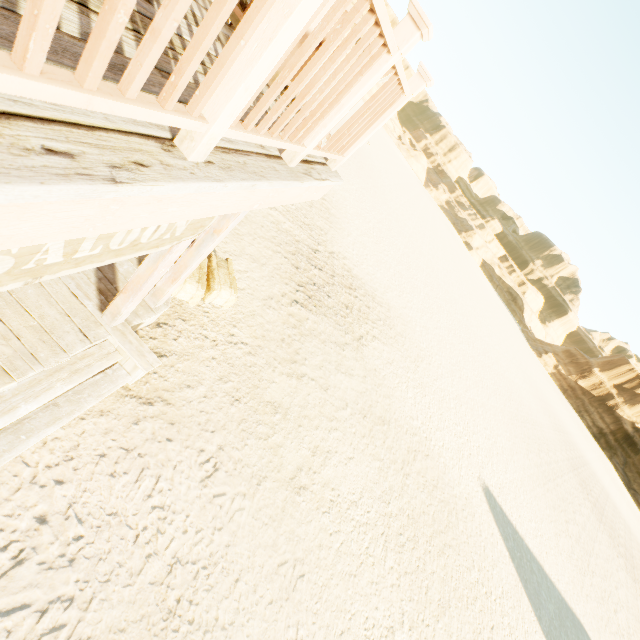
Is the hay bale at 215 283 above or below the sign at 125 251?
below

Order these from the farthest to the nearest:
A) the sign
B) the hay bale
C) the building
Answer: the hay bale → the sign → the building

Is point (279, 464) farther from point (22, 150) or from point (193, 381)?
point (22, 150)

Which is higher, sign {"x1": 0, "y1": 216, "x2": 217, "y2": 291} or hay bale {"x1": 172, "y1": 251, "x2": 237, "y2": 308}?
sign {"x1": 0, "y1": 216, "x2": 217, "y2": 291}

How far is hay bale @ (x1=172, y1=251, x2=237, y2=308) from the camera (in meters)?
5.20

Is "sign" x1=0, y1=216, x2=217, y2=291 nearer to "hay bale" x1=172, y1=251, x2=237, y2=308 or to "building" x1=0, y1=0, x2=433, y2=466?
"building" x1=0, y1=0, x2=433, y2=466

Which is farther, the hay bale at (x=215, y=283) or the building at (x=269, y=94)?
the hay bale at (x=215, y=283)
